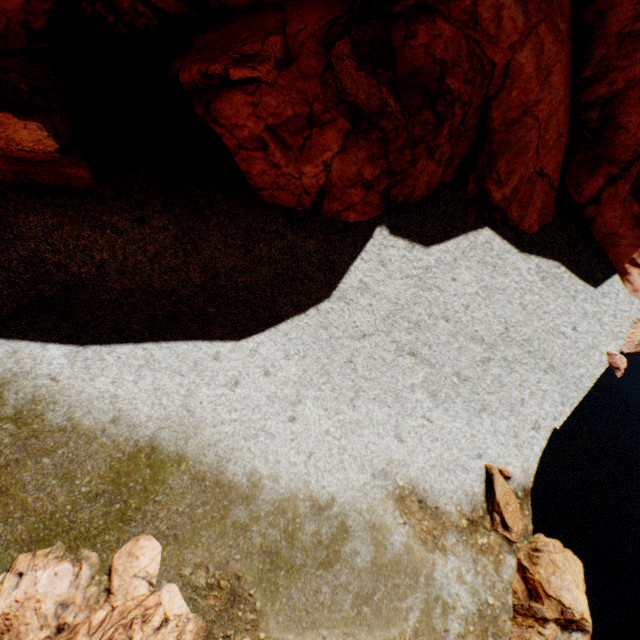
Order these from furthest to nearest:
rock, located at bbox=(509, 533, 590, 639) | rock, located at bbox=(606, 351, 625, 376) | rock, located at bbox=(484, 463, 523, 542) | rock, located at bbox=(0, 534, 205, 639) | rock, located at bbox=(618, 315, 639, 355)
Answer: rock, located at bbox=(618, 315, 639, 355)
rock, located at bbox=(606, 351, 625, 376)
rock, located at bbox=(484, 463, 523, 542)
rock, located at bbox=(509, 533, 590, 639)
rock, located at bbox=(0, 534, 205, 639)

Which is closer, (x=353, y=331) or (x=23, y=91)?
(x=23, y=91)

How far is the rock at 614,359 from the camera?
10.73m

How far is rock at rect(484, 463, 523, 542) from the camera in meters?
7.6 m

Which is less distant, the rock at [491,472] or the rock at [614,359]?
the rock at [491,472]

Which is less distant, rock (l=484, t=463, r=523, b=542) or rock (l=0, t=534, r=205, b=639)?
rock (l=0, t=534, r=205, b=639)
